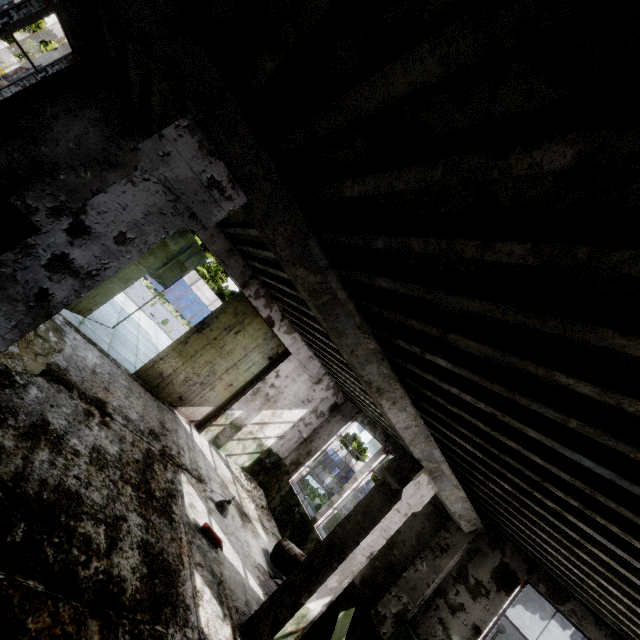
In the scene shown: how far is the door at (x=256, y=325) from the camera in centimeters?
954cm

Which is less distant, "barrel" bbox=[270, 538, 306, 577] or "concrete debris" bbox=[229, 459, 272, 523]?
"barrel" bbox=[270, 538, 306, 577]

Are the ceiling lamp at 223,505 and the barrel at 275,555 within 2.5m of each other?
yes

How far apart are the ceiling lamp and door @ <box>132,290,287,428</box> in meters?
3.1 m

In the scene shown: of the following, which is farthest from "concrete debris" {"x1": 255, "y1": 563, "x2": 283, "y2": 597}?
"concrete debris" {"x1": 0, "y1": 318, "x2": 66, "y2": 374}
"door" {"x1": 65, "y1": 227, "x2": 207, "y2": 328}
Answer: "door" {"x1": 65, "y1": 227, "x2": 207, "y2": 328}

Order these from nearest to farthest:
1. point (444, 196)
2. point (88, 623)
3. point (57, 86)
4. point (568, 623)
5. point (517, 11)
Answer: point (517, 11)
point (444, 196)
point (88, 623)
point (57, 86)
point (568, 623)

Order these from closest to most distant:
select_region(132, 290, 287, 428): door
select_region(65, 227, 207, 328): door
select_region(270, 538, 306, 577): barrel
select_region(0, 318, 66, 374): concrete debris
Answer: select_region(0, 318, 66, 374): concrete debris → select_region(270, 538, 306, 577): barrel → select_region(65, 227, 207, 328): door → select_region(132, 290, 287, 428): door

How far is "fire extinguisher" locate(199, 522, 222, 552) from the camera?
6.2 meters
